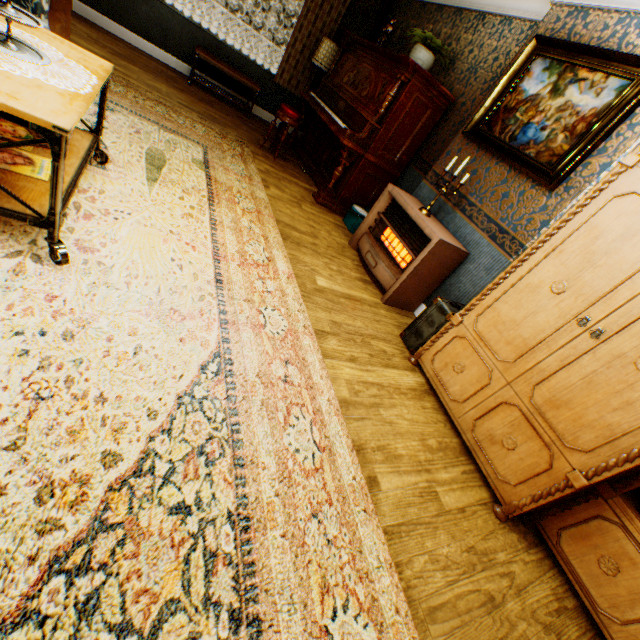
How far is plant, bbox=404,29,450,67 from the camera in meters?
4.0 m

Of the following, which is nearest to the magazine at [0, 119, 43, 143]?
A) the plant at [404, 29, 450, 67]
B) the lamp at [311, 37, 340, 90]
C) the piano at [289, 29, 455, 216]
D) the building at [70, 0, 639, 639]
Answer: the building at [70, 0, 639, 639]

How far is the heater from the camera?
3.27m

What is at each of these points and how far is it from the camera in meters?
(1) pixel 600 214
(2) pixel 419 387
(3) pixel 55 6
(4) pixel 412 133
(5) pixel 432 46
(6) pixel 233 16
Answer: (1) cabinet, 2.0 m
(2) building, 2.8 m
(3) bp, 3.8 m
(4) piano, 4.5 m
(5) plant, 4.1 m
(6) fence column, 15.7 m

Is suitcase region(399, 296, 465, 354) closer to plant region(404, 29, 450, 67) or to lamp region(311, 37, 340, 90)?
plant region(404, 29, 450, 67)

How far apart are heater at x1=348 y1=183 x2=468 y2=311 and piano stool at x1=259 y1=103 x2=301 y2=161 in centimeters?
212cm

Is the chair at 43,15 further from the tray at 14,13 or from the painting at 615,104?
the painting at 615,104

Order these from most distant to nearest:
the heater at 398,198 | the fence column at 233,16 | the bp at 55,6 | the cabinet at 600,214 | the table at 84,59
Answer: the fence column at 233,16 → the bp at 55,6 → the heater at 398,198 → the cabinet at 600,214 → the table at 84,59
